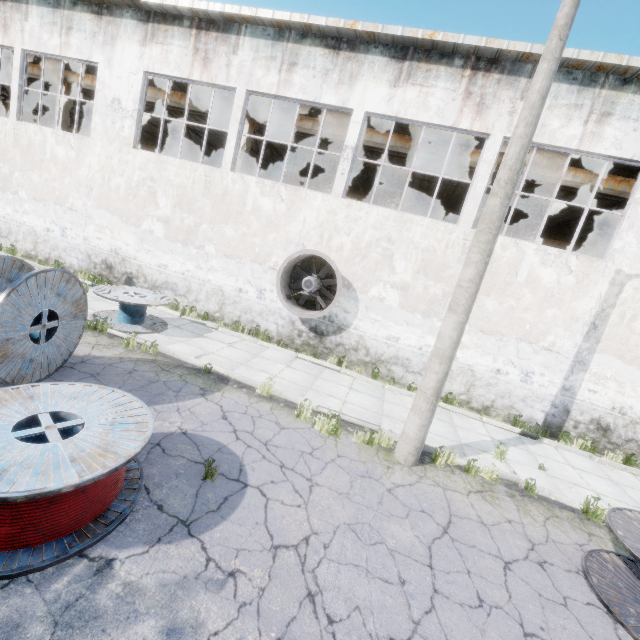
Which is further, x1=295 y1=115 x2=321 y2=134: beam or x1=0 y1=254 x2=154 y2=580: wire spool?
x1=295 y1=115 x2=321 y2=134: beam

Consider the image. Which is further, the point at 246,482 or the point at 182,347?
the point at 182,347

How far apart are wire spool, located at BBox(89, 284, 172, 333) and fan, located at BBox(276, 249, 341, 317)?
3.3m

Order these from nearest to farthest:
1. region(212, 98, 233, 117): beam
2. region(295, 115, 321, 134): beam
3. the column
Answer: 1. region(295, 115, 321, 134): beam
2. region(212, 98, 233, 117): beam
3. the column

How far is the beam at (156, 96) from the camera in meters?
14.4

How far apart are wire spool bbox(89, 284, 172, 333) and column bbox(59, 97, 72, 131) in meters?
10.9 m

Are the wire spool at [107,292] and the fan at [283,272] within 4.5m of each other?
yes

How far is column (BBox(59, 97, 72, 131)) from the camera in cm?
1575
